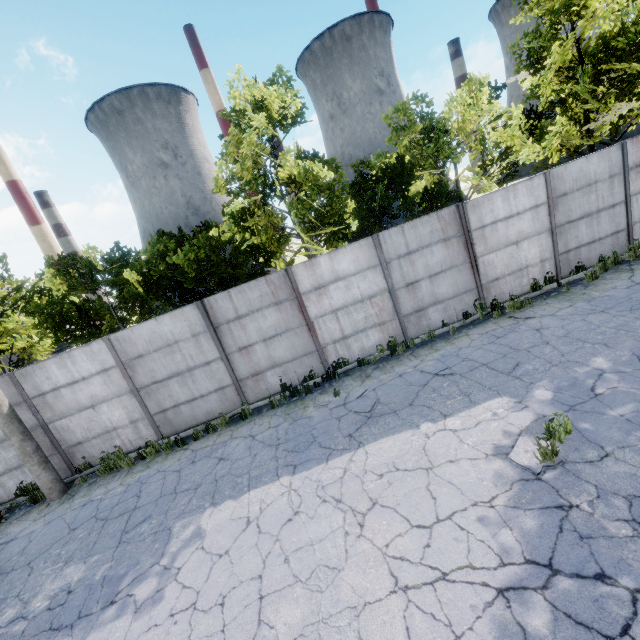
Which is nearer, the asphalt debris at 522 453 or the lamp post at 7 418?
the asphalt debris at 522 453

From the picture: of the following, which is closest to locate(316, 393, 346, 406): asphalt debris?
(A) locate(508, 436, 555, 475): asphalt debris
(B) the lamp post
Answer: (A) locate(508, 436, 555, 475): asphalt debris

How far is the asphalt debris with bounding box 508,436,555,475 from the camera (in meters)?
4.76

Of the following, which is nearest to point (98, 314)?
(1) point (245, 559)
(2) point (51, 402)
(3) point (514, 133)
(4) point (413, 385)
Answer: (2) point (51, 402)

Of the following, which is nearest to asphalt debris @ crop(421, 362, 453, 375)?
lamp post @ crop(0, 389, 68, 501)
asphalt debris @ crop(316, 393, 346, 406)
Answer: asphalt debris @ crop(316, 393, 346, 406)

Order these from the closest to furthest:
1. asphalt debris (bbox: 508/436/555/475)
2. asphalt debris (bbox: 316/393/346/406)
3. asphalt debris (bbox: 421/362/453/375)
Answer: asphalt debris (bbox: 508/436/555/475)
asphalt debris (bbox: 421/362/453/375)
asphalt debris (bbox: 316/393/346/406)

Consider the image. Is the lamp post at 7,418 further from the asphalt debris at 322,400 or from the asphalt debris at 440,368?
the asphalt debris at 440,368
